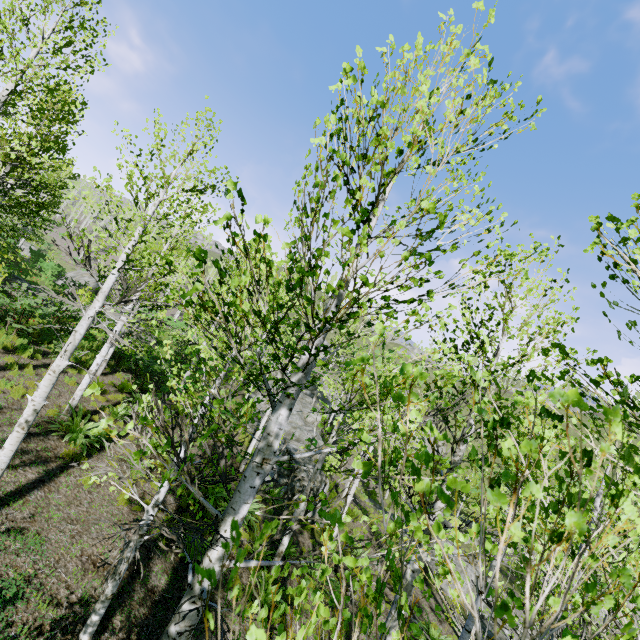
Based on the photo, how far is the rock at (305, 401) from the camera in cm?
2050

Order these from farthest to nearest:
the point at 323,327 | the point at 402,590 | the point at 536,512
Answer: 1. the point at 323,327
2. the point at 402,590
3. the point at 536,512

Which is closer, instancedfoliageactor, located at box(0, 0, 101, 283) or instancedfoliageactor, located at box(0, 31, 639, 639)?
instancedfoliageactor, located at box(0, 31, 639, 639)

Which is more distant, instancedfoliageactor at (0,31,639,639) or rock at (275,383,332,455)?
rock at (275,383,332,455)

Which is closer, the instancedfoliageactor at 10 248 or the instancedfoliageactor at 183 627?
the instancedfoliageactor at 183 627

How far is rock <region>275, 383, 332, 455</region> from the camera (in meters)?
20.50

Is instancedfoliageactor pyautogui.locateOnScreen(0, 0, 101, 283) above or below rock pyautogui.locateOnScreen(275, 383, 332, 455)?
above
